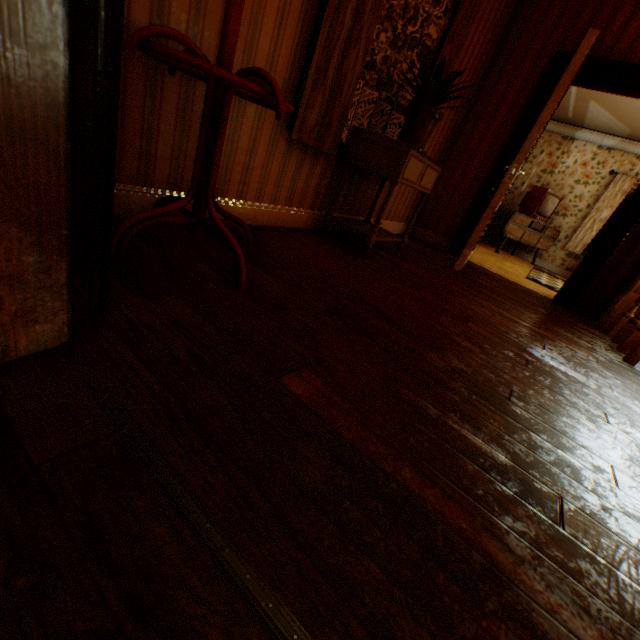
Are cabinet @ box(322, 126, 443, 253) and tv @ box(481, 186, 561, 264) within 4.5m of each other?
no

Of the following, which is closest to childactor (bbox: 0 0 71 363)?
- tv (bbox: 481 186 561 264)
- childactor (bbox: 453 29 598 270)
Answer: childactor (bbox: 453 29 598 270)

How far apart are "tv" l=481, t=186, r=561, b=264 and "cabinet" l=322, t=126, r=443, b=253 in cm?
534

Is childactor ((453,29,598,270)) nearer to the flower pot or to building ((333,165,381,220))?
building ((333,165,381,220))

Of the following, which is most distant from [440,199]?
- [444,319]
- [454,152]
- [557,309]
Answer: [444,319]

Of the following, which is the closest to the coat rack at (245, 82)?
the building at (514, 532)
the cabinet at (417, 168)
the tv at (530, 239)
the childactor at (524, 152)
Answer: the building at (514, 532)

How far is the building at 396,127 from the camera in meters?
3.2

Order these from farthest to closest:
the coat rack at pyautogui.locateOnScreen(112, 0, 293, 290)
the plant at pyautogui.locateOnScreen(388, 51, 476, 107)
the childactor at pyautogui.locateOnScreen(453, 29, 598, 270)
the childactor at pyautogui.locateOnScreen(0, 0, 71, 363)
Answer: the childactor at pyautogui.locateOnScreen(453, 29, 598, 270) → the plant at pyautogui.locateOnScreen(388, 51, 476, 107) → the coat rack at pyautogui.locateOnScreen(112, 0, 293, 290) → the childactor at pyautogui.locateOnScreen(0, 0, 71, 363)
